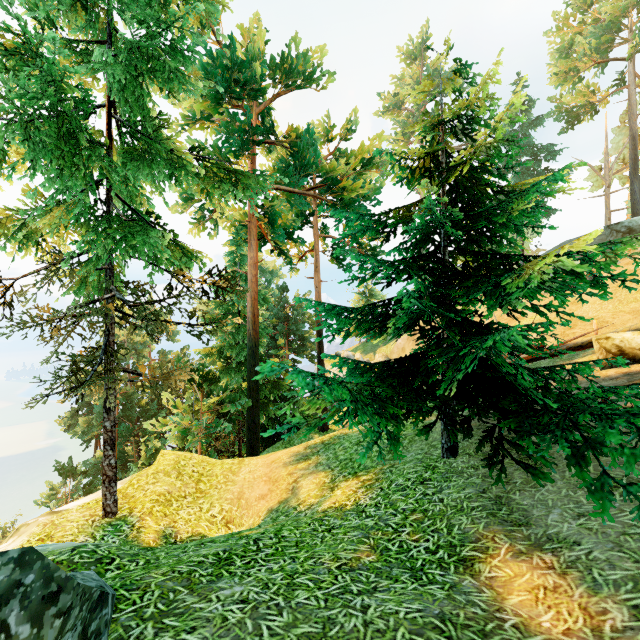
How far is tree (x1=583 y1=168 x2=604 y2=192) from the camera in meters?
39.9

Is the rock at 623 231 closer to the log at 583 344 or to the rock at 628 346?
the log at 583 344

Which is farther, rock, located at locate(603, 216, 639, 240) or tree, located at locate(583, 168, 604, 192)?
tree, located at locate(583, 168, 604, 192)

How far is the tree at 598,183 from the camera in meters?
39.9 m

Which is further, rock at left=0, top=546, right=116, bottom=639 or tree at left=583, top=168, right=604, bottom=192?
tree at left=583, top=168, right=604, bottom=192

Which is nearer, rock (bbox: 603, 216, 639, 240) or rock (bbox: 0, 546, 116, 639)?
rock (bbox: 0, 546, 116, 639)

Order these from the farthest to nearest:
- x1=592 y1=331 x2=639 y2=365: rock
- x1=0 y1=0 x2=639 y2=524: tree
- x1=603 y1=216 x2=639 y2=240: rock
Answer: x1=603 y1=216 x2=639 y2=240: rock, x1=592 y1=331 x2=639 y2=365: rock, x1=0 y1=0 x2=639 y2=524: tree

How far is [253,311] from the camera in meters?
17.1 m
